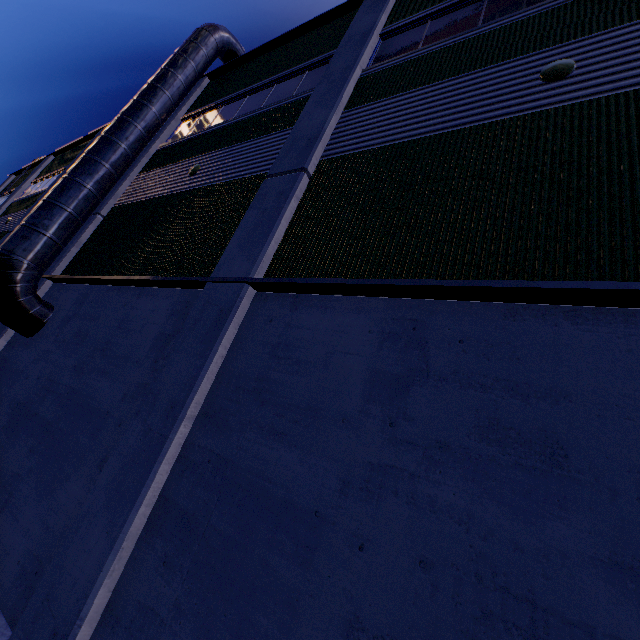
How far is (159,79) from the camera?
10.06m

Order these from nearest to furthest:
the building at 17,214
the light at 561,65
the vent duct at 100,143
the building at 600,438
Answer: the building at 600,438, the light at 561,65, the vent duct at 100,143, the building at 17,214

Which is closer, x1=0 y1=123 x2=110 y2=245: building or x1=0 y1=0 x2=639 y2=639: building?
x1=0 y1=0 x2=639 y2=639: building

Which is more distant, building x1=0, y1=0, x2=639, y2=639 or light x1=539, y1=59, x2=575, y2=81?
light x1=539, y1=59, x2=575, y2=81

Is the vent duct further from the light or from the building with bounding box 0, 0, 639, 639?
the light

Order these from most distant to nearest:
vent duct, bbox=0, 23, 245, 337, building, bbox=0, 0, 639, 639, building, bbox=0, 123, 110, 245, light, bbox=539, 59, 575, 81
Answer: building, bbox=0, 123, 110, 245
vent duct, bbox=0, 23, 245, 337
light, bbox=539, 59, 575, 81
building, bbox=0, 0, 639, 639

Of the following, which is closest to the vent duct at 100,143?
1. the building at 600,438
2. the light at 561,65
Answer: the building at 600,438

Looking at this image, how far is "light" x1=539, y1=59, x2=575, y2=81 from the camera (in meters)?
4.32
